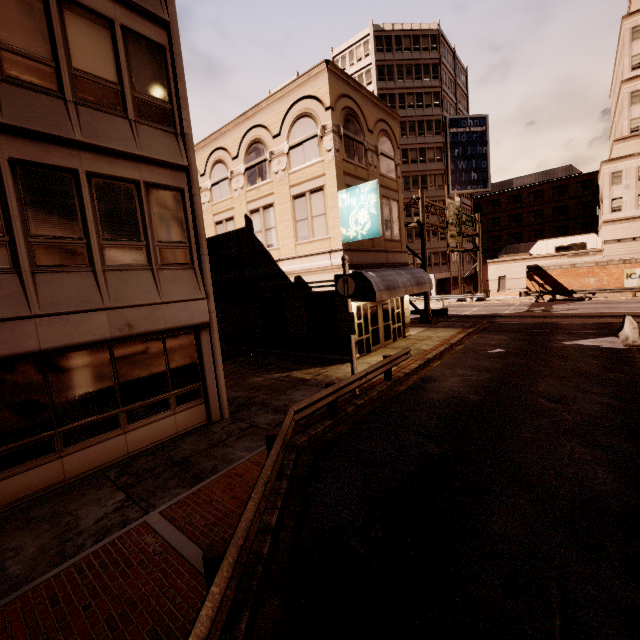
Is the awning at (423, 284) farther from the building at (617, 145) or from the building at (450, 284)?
Result: the building at (617, 145)

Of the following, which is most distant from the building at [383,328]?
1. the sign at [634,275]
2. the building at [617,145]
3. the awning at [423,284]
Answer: the building at [617,145]

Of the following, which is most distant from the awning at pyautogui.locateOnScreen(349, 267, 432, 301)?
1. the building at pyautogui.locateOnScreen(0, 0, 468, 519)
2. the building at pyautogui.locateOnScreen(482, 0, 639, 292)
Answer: the building at pyautogui.locateOnScreen(482, 0, 639, 292)

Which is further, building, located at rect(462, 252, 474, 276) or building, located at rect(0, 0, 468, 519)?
building, located at rect(462, 252, 474, 276)

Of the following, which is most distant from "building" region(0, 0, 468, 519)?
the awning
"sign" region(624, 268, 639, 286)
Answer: "sign" region(624, 268, 639, 286)

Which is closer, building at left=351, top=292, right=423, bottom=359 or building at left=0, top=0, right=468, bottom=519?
building at left=0, top=0, right=468, bottom=519

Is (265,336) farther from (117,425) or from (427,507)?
(427,507)

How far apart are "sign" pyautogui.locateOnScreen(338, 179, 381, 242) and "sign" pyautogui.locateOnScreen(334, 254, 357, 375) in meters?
3.5
